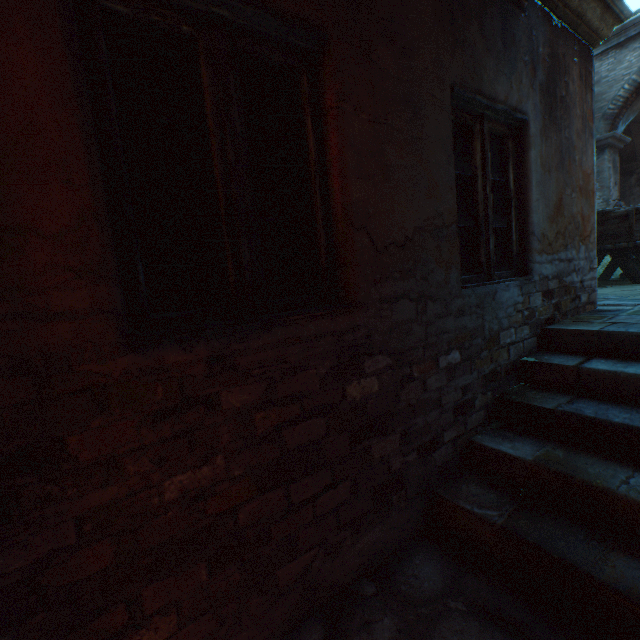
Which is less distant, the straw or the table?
the straw

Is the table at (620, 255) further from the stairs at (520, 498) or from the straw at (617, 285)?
the stairs at (520, 498)

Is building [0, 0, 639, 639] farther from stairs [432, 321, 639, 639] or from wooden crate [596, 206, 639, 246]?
wooden crate [596, 206, 639, 246]

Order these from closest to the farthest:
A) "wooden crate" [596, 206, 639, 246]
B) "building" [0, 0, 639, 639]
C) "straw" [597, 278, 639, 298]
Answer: "building" [0, 0, 639, 639] → "straw" [597, 278, 639, 298] → "wooden crate" [596, 206, 639, 246]

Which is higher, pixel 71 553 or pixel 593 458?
pixel 71 553

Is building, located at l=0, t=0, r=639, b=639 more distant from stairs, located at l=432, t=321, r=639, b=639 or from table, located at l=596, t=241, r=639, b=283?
table, located at l=596, t=241, r=639, b=283

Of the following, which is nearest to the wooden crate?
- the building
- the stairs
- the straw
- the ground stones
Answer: the straw

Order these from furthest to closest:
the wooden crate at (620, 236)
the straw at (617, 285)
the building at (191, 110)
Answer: the wooden crate at (620, 236) < the straw at (617, 285) < the building at (191, 110)
